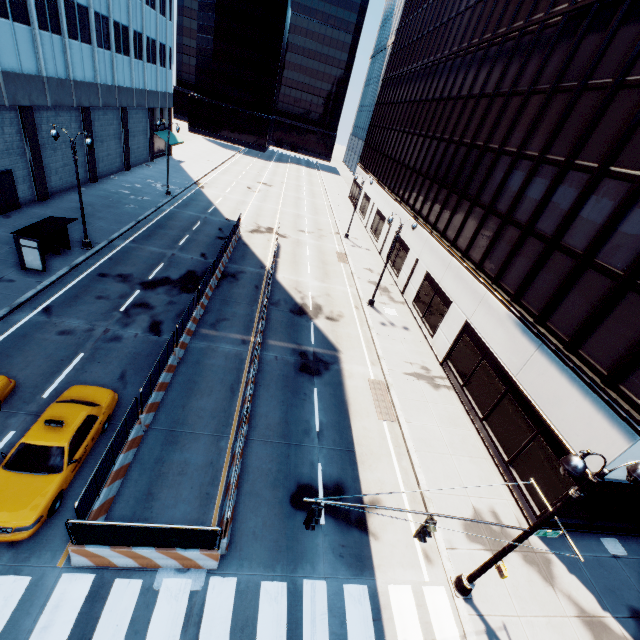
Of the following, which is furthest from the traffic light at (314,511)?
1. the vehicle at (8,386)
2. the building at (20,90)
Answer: the building at (20,90)

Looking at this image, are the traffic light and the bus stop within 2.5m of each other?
no

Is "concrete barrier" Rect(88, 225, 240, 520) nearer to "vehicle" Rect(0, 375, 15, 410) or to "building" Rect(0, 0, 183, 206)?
"vehicle" Rect(0, 375, 15, 410)

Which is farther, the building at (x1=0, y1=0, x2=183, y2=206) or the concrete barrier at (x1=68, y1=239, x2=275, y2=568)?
the building at (x1=0, y1=0, x2=183, y2=206)

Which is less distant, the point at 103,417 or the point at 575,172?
the point at 103,417

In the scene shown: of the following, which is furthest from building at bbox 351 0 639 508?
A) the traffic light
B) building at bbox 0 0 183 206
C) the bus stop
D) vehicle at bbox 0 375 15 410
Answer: building at bbox 0 0 183 206

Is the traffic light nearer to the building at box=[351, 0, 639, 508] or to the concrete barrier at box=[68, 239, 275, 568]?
the concrete barrier at box=[68, 239, 275, 568]

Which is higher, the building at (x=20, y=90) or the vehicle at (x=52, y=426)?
the building at (x=20, y=90)
